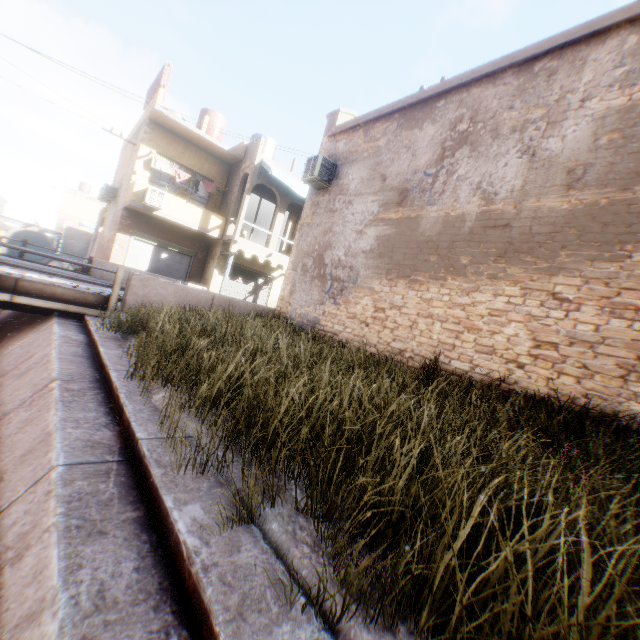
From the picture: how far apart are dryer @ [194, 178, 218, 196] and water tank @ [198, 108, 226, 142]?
3.0 meters

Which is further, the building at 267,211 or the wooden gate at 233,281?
the building at 267,211

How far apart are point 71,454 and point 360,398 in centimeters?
300cm

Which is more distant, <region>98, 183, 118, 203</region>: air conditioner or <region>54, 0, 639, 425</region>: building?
<region>98, 183, 118, 203</region>: air conditioner

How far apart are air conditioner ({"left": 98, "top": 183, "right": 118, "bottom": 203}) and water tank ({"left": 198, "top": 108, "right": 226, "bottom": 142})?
6.2m

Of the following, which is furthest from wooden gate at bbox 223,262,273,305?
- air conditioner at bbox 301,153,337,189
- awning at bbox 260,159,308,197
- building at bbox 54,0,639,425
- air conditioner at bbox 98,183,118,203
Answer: air conditioner at bbox 98,183,118,203

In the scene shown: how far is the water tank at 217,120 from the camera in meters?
19.5

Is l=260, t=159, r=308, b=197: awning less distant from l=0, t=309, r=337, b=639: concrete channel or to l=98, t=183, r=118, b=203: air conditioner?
l=0, t=309, r=337, b=639: concrete channel
